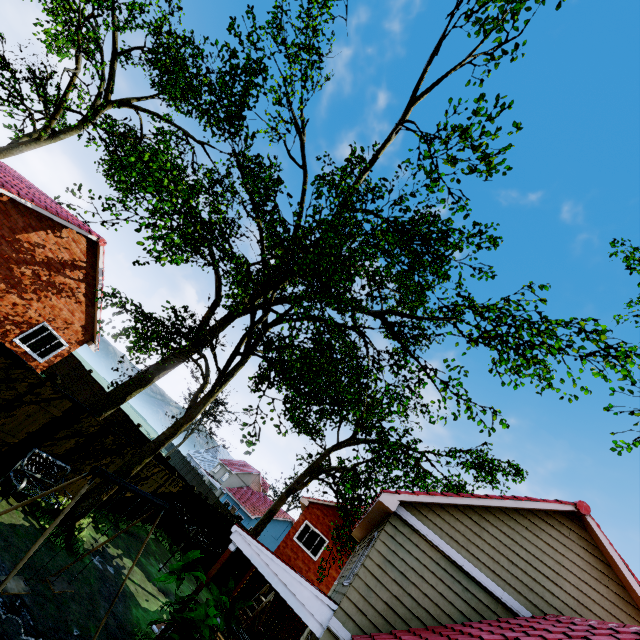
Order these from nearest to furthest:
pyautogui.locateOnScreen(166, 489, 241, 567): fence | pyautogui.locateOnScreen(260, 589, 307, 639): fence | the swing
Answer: the swing, pyautogui.locateOnScreen(260, 589, 307, 639): fence, pyautogui.locateOnScreen(166, 489, 241, 567): fence

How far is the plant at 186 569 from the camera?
7.47m

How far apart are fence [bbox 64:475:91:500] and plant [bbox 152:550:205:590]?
4.89m

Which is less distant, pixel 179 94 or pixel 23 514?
pixel 23 514

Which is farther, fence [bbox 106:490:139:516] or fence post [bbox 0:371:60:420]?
fence [bbox 106:490:139:516]

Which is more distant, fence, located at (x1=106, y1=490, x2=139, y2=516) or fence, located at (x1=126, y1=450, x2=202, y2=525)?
fence, located at (x1=126, y1=450, x2=202, y2=525)

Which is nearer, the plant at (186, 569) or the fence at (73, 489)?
the plant at (186, 569)

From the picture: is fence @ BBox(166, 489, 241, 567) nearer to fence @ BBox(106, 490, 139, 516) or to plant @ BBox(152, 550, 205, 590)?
fence @ BBox(106, 490, 139, 516)
